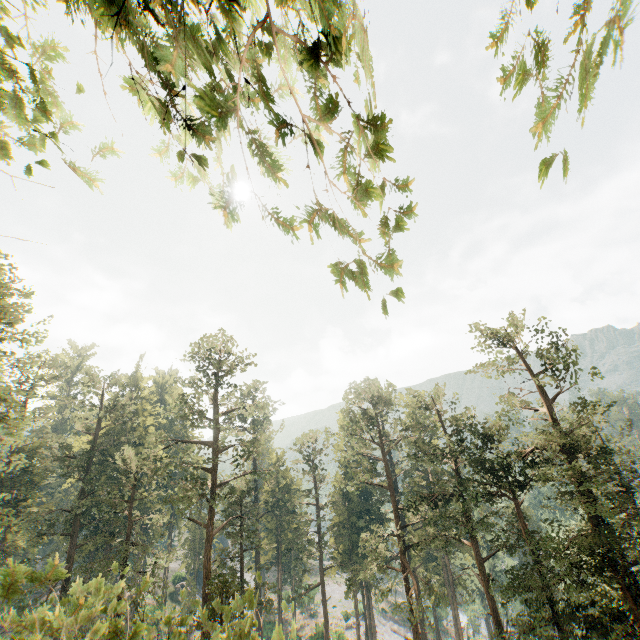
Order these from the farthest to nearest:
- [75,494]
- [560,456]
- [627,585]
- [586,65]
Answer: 1. [75,494]
2. [560,456]
3. [627,585]
4. [586,65]

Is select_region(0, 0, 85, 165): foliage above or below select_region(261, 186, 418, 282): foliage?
above

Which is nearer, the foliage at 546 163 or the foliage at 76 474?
the foliage at 546 163

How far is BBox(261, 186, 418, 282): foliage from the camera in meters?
1.0 m

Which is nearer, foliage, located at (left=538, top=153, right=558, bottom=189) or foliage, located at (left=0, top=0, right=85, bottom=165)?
foliage, located at (left=538, top=153, right=558, bottom=189)

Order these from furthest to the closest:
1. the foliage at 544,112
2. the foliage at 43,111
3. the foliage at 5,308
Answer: the foliage at 5,308 < the foliage at 43,111 < the foliage at 544,112
